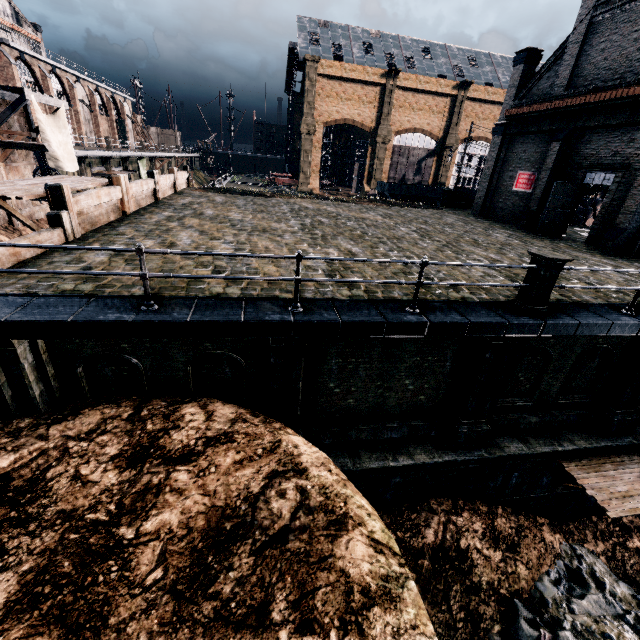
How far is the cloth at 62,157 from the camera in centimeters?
2061cm

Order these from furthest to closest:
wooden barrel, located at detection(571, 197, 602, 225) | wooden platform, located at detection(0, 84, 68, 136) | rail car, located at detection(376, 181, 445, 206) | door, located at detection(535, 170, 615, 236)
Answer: rail car, located at detection(376, 181, 445, 206) < wooden barrel, located at detection(571, 197, 602, 225) < wooden platform, located at detection(0, 84, 68, 136) < door, located at detection(535, 170, 615, 236)

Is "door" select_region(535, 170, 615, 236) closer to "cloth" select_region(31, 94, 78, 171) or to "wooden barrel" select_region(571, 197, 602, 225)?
"wooden barrel" select_region(571, 197, 602, 225)

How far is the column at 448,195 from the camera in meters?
31.2

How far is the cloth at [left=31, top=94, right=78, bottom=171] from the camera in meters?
20.6 m

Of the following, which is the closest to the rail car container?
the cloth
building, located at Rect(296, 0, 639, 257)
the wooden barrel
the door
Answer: building, located at Rect(296, 0, 639, 257)

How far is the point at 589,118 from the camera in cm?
1842

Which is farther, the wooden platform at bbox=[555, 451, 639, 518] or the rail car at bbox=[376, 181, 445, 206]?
the rail car at bbox=[376, 181, 445, 206]
